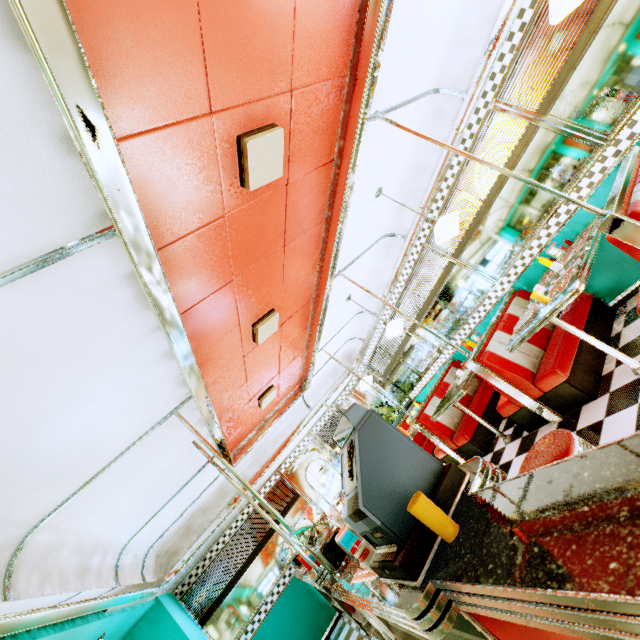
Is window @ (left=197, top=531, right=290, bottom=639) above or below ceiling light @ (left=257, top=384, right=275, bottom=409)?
below

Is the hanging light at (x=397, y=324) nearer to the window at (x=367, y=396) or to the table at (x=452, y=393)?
the table at (x=452, y=393)

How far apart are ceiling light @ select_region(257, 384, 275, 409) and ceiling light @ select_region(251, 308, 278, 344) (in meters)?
1.66

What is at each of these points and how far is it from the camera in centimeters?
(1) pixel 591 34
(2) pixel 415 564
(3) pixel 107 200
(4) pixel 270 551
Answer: (1) blinds, 285cm
(2) cash register, 107cm
(3) trim, 142cm
(4) window, 653cm

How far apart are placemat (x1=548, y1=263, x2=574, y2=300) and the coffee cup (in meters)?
2.69

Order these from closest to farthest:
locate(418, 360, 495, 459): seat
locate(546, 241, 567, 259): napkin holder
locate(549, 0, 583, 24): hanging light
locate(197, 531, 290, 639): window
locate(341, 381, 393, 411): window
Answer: locate(549, 0, 583, 24): hanging light
locate(546, 241, 567, 259): napkin holder
locate(418, 360, 495, 459): seat
locate(197, 531, 290, 639): window
locate(341, 381, 393, 411): window

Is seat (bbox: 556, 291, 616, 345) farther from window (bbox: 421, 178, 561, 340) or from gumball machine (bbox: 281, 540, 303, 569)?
gumball machine (bbox: 281, 540, 303, 569)

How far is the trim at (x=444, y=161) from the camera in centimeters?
410cm
